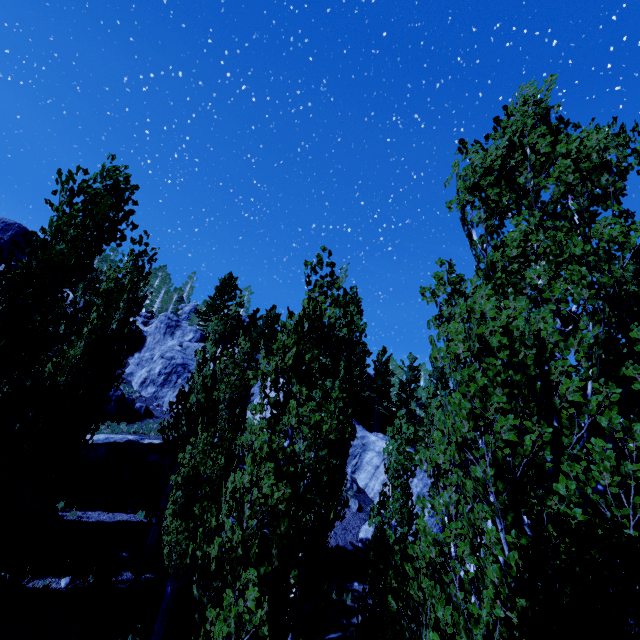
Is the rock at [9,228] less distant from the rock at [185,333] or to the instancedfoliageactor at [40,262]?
the rock at [185,333]

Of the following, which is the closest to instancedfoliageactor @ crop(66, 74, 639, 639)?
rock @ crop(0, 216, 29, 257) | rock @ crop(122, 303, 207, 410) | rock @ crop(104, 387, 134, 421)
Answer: rock @ crop(104, 387, 134, 421)

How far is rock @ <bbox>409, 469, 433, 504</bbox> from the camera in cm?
2252

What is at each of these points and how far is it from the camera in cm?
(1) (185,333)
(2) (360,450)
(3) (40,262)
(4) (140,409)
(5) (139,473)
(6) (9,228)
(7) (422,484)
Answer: (1) rock, 3541
(2) rock, 2603
(3) instancedfoliageactor, 566
(4) rock, 2448
(5) rock, 1697
(6) rock, 4719
(7) rock, 2319

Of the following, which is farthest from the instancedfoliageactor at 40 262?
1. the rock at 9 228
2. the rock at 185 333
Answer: the rock at 9 228

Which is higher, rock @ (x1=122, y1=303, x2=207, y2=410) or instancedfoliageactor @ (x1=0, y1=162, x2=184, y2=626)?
rock @ (x1=122, y1=303, x2=207, y2=410)

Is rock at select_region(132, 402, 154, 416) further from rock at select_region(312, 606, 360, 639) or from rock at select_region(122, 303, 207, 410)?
rock at select_region(122, 303, 207, 410)

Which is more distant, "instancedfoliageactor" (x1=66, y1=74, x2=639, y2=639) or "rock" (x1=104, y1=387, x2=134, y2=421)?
"rock" (x1=104, y1=387, x2=134, y2=421)
